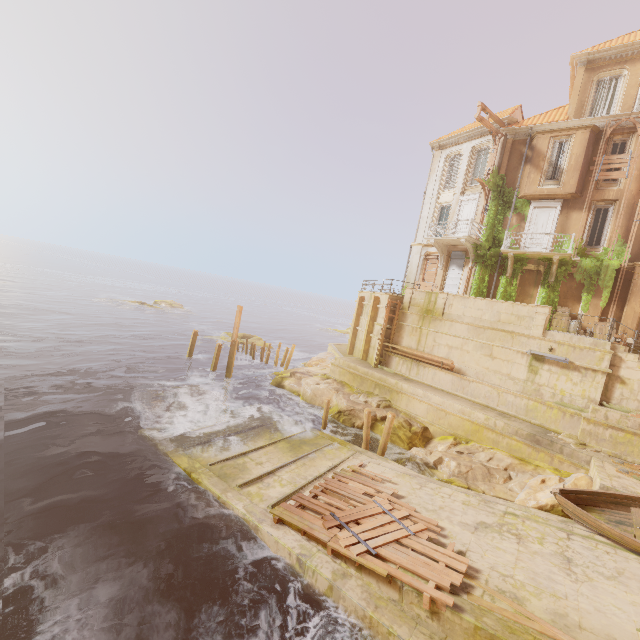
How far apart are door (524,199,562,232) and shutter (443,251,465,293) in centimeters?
337cm

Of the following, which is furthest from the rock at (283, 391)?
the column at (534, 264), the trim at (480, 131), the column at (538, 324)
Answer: the trim at (480, 131)

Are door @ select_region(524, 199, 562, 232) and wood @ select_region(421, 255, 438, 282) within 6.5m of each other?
yes

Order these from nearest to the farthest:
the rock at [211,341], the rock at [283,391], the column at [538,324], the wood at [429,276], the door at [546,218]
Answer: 1. the rock at [283,391]
2. the column at [538,324]
3. the door at [546,218]
4. the wood at [429,276]
5. the rock at [211,341]

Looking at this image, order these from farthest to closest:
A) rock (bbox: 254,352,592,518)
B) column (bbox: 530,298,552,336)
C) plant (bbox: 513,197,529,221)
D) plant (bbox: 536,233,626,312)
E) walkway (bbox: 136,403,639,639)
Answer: plant (bbox: 513,197,529,221)
plant (bbox: 536,233,626,312)
column (bbox: 530,298,552,336)
rock (bbox: 254,352,592,518)
walkway (bbox: 136,403,639,639)

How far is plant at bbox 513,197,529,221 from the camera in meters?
21.1

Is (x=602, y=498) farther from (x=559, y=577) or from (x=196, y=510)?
(x=196, y=510)
